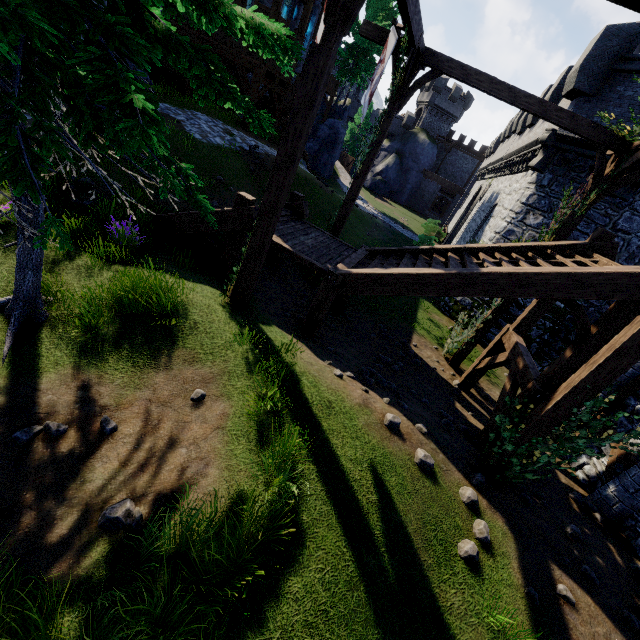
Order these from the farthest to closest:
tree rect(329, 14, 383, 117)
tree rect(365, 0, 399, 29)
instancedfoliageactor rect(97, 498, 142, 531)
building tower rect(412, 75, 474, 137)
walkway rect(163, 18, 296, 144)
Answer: Answer: building tower rect(412, 75, 474, 137), tree rect(329, 14, 383, 117), tree rect(365, 0, 399, 29), walkway rect(163, 18, 296, 144), instancedfoliageactor rect(97, 498, 142, 531)

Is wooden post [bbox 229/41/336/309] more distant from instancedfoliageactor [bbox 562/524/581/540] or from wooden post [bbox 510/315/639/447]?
instancedfoliageactor [bbox 562/524/581/540]

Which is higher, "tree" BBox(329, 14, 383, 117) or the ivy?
"tree" BBox(329, 14, 383, 117)

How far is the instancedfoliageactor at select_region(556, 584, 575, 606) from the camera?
4.7m

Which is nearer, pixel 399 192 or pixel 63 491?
pixel 63 491

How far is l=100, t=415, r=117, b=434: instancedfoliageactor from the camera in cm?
426

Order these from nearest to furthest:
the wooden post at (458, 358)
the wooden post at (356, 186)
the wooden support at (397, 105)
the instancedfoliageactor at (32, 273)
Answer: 1. the instancedfoliageactor at (32, 273)
2. the wooden support at (397, 105)
3. the wooden post at (356, 186)
4. the wooden post at (458, 358)

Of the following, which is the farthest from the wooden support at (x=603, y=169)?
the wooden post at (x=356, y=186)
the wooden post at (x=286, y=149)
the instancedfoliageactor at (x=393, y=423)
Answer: the instancedfoliageactor at (x=393, y=423)
